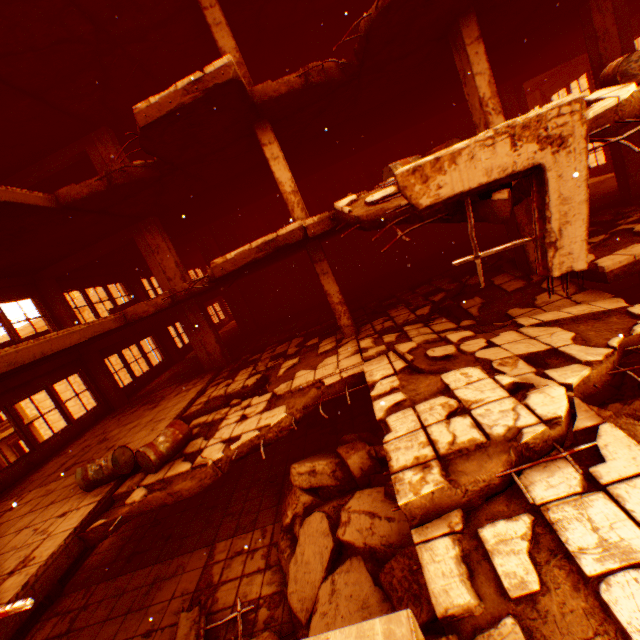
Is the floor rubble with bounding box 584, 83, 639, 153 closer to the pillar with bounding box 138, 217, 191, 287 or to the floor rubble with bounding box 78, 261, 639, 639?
the pillar with bounding box 138, 217, 191, 287

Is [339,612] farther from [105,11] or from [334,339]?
[105,11]

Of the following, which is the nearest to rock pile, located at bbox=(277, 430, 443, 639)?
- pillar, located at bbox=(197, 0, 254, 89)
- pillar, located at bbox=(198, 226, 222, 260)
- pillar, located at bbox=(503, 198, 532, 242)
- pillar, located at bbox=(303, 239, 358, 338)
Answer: pillar, located at bbox=(503, 198, 532, 242)

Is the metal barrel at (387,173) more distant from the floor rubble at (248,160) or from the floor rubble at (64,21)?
the floor rubble at (248,160)

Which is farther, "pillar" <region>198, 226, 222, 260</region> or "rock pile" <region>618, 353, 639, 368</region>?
"pillar" <region>198, 226, 222, 260</region>

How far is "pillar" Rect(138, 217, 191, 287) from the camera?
10.9 meters

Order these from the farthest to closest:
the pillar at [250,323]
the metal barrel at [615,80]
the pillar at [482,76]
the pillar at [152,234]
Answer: the pillar at [250,323], the pillar at [152,234], the pillar at [482,76], the metal barrel at [615,80]

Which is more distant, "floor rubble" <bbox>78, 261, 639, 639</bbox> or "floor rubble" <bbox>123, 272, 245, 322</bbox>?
"floor rubble" <bbox>123, 272, 245, 322</bbox>
